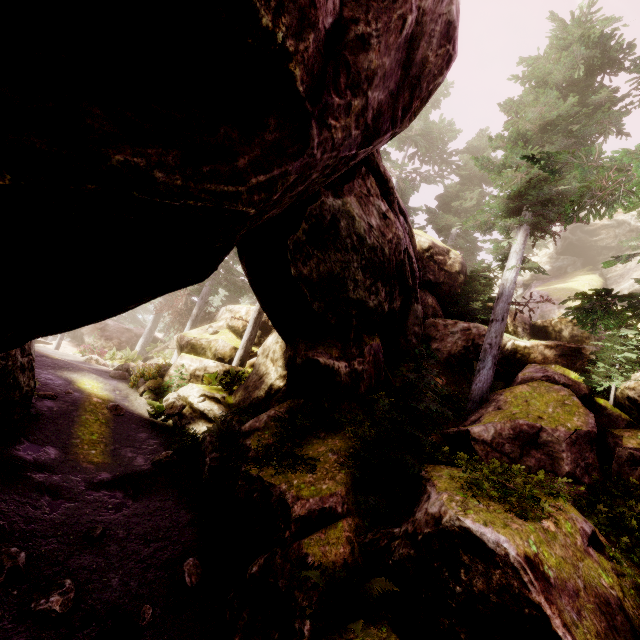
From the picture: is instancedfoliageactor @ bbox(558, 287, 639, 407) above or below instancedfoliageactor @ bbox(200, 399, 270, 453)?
above

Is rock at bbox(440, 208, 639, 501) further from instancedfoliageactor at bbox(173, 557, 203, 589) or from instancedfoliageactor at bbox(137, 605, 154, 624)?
instancedfoliageactor at bbox(137, 605, 154, 624)

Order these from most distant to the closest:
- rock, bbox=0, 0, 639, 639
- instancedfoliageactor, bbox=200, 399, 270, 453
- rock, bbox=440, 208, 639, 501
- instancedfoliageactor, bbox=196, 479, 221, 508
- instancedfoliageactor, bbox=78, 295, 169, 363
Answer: instancedfoliageactor, bbox=78, 295, 169, 363
instancedfoliageactor, bbox=200, 399, 270, 453
instancedfoliageactor, bbox=196, 479, 221, 508
rock, bbox=440, 208, 639, 501
rock, bbox=0, 0, 639, 639

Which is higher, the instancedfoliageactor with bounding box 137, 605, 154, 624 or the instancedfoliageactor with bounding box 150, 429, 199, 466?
the instancedfoliageactor with bounding box 150, 429, 199, 466

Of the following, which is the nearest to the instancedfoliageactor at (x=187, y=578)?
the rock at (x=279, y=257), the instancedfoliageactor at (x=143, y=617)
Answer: the rock at (x=279, y=257)

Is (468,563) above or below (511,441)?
below

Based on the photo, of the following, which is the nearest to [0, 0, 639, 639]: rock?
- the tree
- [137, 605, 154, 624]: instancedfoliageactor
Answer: the tree

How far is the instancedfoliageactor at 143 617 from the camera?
6.64m
